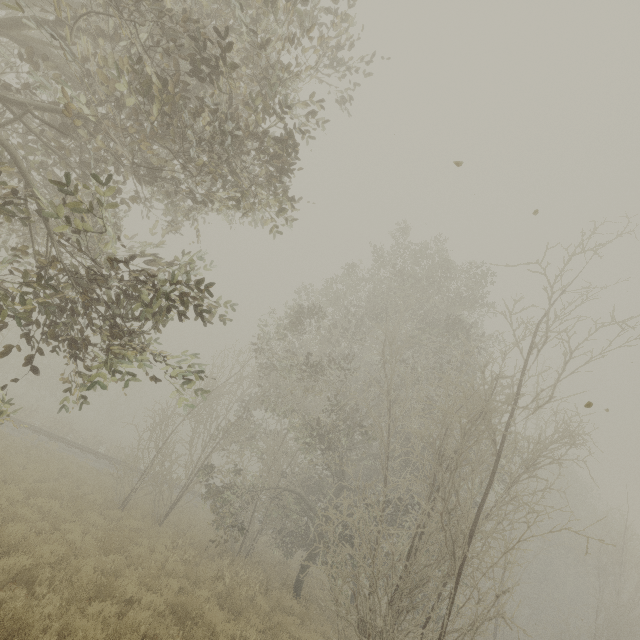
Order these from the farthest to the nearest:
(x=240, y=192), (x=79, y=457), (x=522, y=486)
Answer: (x=79, y=457) → (x=522, y=486) → (x=240, y=192)
